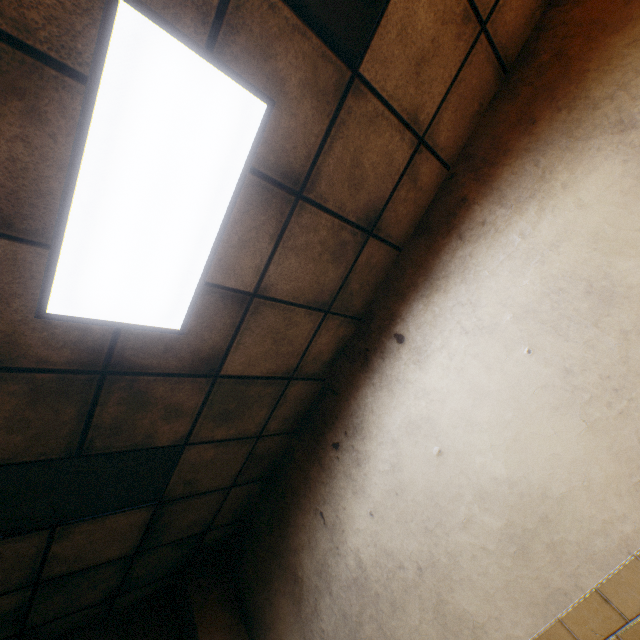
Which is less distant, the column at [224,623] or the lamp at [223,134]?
the lamp at [223,134]

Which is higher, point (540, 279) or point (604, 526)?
point (540, 279)

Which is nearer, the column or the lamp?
the lamp

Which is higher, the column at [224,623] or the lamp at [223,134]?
the lamp at [223,134]

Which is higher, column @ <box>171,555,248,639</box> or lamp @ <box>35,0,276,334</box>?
lamp @ <box>35,0,276,334</box>
